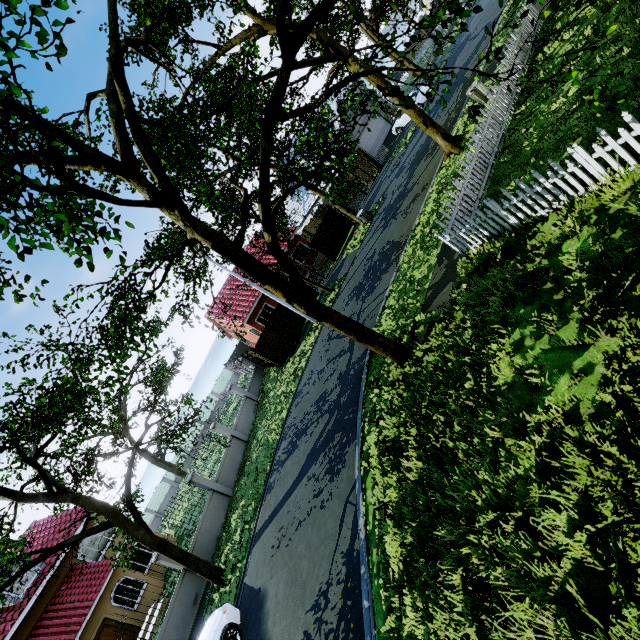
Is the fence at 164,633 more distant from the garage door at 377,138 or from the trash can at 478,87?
the garage door at 377,138

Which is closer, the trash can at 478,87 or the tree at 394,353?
the tree at 394,353

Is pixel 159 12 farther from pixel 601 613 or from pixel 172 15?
pixel 601 613

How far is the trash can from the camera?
13.19m

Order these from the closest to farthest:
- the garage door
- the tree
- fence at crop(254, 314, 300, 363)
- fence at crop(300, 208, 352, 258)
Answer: the tree < fence at crop(254, 314, 300, 363) < fence at crop(300, 208, 352, 258) < the garage door

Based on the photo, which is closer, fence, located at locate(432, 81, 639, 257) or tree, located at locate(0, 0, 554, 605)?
tree, located at locate(0, 0, 554, 605)

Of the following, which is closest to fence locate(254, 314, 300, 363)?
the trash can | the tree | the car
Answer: the tree

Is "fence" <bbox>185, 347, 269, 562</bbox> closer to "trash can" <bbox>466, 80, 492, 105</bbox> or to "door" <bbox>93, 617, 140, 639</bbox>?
"door" <bbox>93, 617, 140, 639</bbox>
